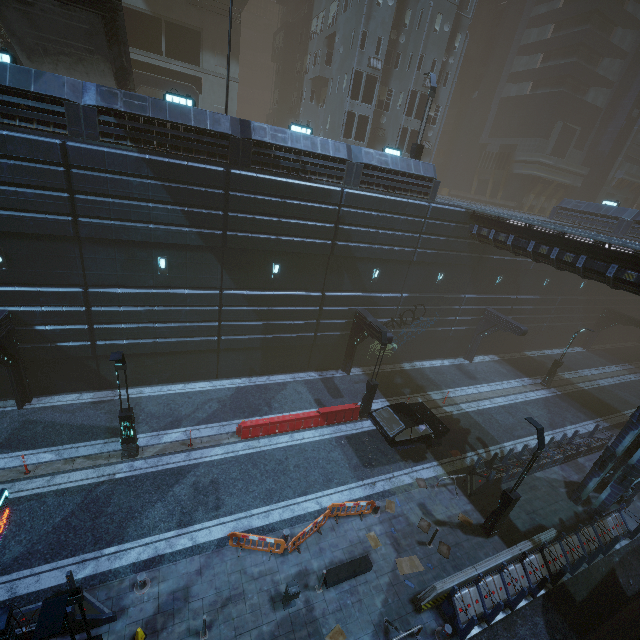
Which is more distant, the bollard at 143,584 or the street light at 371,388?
the street light at 371,388

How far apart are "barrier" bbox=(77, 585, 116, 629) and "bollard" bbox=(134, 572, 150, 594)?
0.6 meters

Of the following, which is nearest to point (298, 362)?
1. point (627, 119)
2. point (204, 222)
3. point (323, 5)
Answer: point (204, 222)

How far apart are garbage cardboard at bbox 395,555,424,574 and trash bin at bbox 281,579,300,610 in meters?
3.9

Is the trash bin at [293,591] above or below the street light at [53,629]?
below

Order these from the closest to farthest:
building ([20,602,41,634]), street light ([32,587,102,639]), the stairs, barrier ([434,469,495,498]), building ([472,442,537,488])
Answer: street light ([32,587,102,639]), building ([20,602,41,634]), the stairs, barrier ([434,469,495,498]), building ([472,442,537,488])

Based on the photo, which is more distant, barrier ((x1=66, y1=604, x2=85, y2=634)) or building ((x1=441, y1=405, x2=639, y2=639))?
building ((x1=441, y1=405, x2=639, y2=639))

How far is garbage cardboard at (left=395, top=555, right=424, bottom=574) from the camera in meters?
11.9 m
